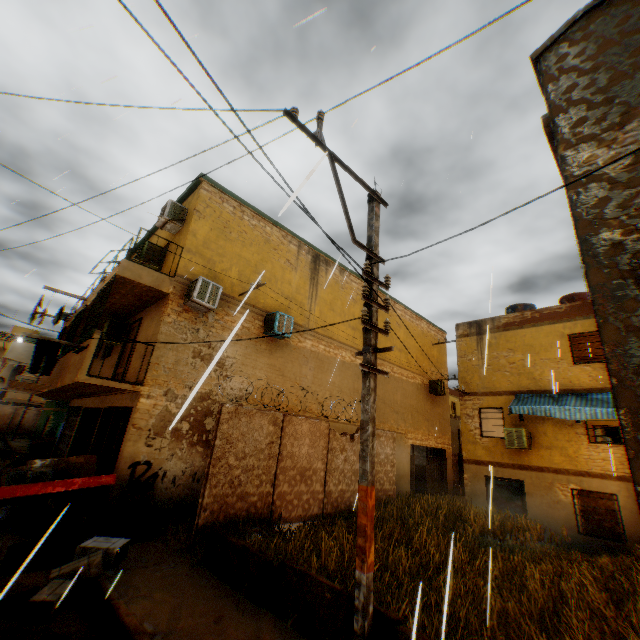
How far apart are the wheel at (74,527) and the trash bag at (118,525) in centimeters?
37cm

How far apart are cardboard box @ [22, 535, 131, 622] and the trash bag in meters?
0.2 m

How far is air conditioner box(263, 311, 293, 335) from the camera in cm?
1173

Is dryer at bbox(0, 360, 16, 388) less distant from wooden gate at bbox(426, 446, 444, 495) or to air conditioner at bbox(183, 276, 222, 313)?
air conditioner at bbox(183, 276, 222, 313)

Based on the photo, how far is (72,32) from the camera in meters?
6.0 m

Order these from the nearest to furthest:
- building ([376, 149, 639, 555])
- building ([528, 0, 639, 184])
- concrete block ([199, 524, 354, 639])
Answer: building ([376, 149, 639, 555]), building ([528, 0, 639, 184]), concrete block ([199, 524, 354, 639])

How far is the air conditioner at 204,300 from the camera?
9.79m

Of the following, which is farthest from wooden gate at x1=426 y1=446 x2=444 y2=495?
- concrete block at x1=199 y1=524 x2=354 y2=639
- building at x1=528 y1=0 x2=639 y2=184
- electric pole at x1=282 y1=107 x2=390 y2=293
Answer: concrete block at x1=199 y1=524 x2=354 y2=639
